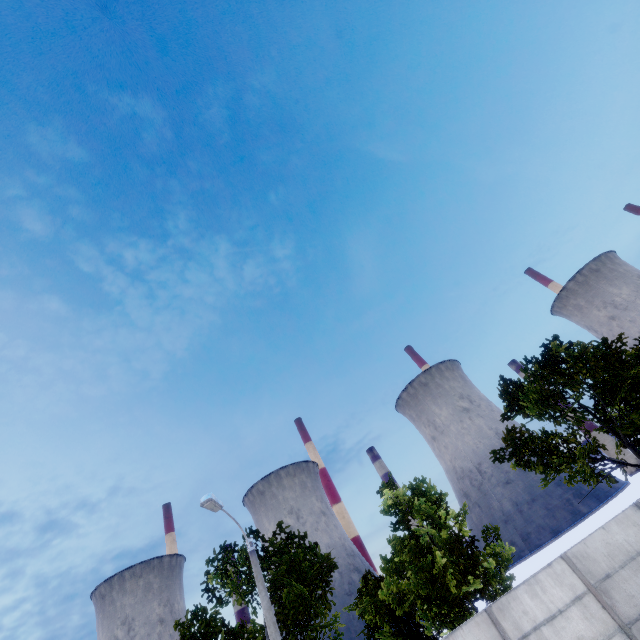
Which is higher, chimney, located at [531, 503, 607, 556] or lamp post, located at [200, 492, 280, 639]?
lamp post, located at [200, 492, 280, 639]

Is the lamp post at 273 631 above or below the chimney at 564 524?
above

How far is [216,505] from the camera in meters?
11.4 m

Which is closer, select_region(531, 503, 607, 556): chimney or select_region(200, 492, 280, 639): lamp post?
select_region(200, 492, 280, 639): lamp post

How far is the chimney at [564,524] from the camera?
58.7m

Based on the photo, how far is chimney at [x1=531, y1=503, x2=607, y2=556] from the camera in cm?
5866
